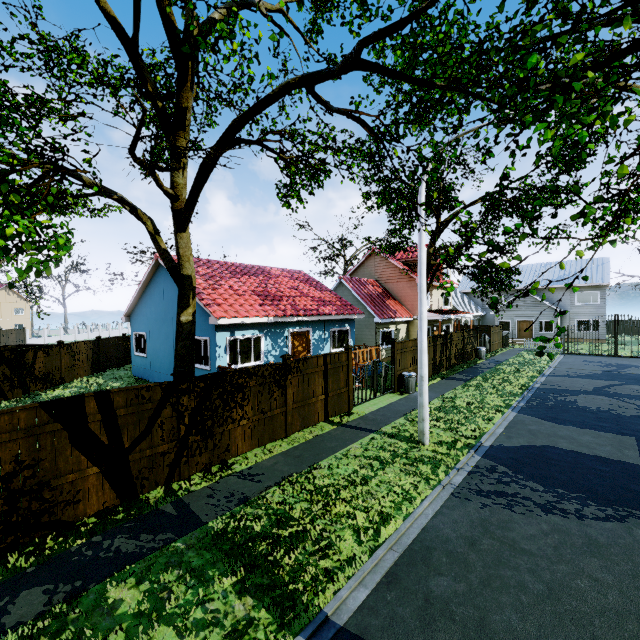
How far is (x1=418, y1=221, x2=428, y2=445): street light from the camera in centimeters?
950cm

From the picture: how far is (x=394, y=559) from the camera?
5.3 meters

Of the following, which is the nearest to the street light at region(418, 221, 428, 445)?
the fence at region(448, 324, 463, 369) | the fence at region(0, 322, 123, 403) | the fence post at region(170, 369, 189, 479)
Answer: the fence at region(0, 322, 123, 403)

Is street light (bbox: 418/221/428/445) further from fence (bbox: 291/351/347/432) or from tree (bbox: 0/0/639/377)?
fence (bbox: 291/351/347/432)

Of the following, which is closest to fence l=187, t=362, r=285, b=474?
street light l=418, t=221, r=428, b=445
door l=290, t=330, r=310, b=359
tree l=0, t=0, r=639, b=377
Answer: tree l=0, t=0, r=639, b=377

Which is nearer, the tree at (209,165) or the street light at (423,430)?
the tree at (209,165)

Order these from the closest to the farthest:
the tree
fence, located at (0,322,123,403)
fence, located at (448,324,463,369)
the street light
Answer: the tree, the street light, fence, located at (0,322,123,403), fence, located at (448,324,463,369)

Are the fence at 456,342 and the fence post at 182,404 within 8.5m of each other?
no
